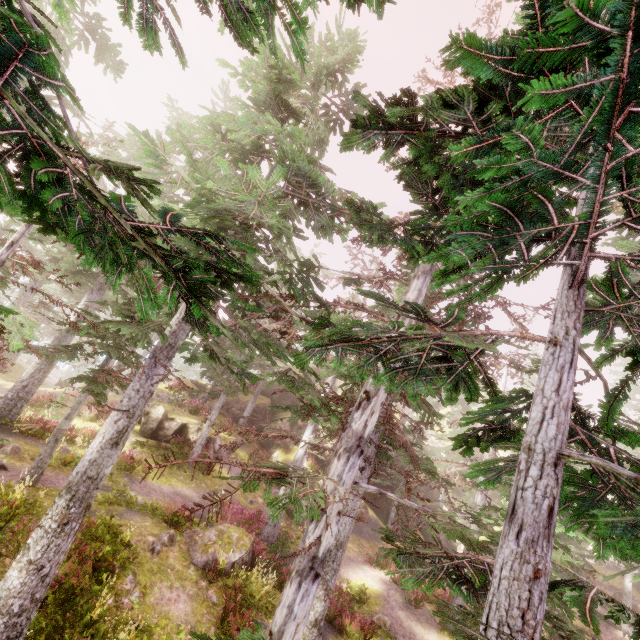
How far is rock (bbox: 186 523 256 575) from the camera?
11.4 meters

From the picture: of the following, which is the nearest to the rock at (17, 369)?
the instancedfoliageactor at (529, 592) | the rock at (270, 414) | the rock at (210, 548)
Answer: the instancedfoliageactor at (529, 592)

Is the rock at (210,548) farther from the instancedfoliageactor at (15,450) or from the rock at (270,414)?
the rock at (270,414)

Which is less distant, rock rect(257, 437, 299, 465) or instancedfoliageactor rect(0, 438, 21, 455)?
instancedfoliageactor rect(0, 438, 21, 455)

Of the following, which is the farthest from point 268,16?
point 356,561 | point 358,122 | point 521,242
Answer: point 356,561

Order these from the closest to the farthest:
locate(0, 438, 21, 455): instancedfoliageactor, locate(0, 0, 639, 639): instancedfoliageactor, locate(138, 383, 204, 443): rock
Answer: locate(0, 438, 21, 455): instancedfoliageactor < locate(0, 0, 639, 639): instancedfoliageactor < locate(138, 383, 204, 443): rock

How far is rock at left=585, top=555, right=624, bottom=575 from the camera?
28.69m
